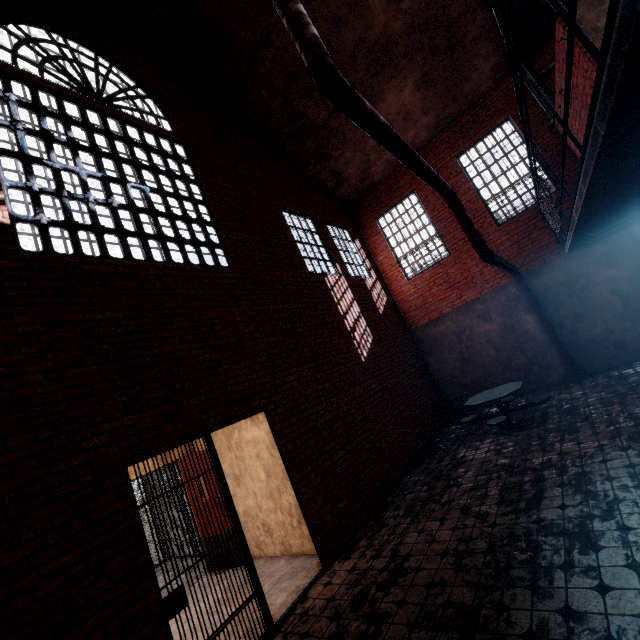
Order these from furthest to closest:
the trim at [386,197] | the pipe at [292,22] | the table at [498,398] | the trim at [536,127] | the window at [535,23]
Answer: the trim at [386,197]
the trim at [536,127]
the window at [535,23]
the table at [498,398]
the pipe at [292,22]

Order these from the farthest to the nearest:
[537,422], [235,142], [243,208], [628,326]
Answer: [235,142]
[628,326]
[243,208]
[537,422]

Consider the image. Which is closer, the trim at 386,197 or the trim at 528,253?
the trim at 528,253

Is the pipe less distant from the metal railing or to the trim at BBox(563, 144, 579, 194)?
the trim at BBox(563, 144, 579, 194)

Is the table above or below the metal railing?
below

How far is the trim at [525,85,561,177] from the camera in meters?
8.2 m

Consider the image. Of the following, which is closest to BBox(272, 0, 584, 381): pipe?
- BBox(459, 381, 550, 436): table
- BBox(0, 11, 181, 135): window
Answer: BBox(459, 381, 550, 436): table

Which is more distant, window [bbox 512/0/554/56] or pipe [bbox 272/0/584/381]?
window [bbox 512/0/554/56]
